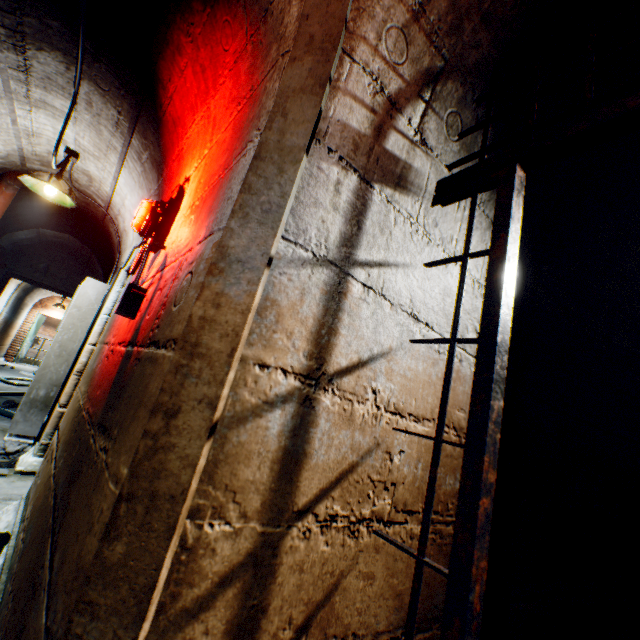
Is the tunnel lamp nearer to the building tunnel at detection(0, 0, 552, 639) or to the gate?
the building tunnel at detection(0, 0, 552, 639)

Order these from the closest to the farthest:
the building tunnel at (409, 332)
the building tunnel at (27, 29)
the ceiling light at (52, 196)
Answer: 1. the building tunnel at (409, 332)
2. the building tunnel at (27, 29)
3. the ceiling light at (52, 196)

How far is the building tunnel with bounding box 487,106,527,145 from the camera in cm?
144

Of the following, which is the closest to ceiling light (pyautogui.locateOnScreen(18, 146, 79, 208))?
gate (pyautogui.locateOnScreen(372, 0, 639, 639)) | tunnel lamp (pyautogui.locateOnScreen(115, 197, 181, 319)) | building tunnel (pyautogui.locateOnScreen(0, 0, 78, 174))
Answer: building tunnel (pyautogui.locateOnScreen(0, 0, 78, 174))

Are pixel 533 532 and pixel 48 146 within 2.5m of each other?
no

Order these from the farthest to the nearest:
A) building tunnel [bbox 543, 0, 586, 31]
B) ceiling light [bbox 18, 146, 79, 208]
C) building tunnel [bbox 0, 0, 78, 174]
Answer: ceiling light [bbox 18, 146, 79, 208] < building tunnel [bbox 0, 0, 78, 174] < building tunnel [bbox 543, 0, 586, 31]

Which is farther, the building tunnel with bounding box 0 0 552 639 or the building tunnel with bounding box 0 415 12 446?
the building tunnel with bounding box 0 415 12 446

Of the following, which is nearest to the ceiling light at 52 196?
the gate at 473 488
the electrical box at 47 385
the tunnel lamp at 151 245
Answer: the electrical box at 47 385
